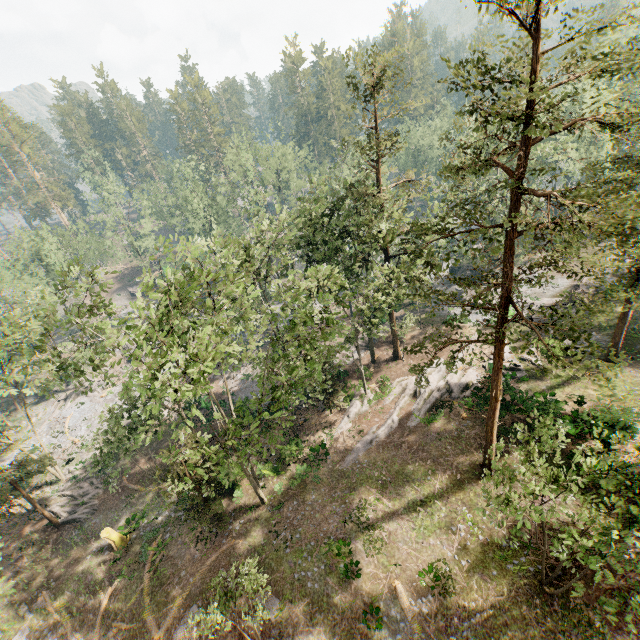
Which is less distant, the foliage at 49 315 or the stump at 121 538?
the foliage at 49 315

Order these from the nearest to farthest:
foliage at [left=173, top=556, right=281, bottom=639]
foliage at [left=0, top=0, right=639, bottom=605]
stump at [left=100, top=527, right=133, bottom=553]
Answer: foliage at [left=0, top=0, right=639, bottom=605] → foliage at [left=173, top=556, right=281, bottom=639] → stump at [left=100, top=527, right=133, bottom=553]

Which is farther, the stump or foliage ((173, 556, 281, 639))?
the stump

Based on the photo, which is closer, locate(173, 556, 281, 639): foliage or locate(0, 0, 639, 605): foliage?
locate(0, 0, 639, 605): foliage

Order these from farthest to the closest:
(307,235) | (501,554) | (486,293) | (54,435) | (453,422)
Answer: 1. (54,435)
2. (307,235)
3. (453,422)
4. (501,554)
5. (486,293)

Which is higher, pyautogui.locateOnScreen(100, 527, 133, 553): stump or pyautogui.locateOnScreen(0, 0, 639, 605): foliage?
pyautogui.locateOnScreen(0, 0, 639, 605): foliage

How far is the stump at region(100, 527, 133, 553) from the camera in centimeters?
2414cm

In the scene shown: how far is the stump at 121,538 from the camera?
24.14m
